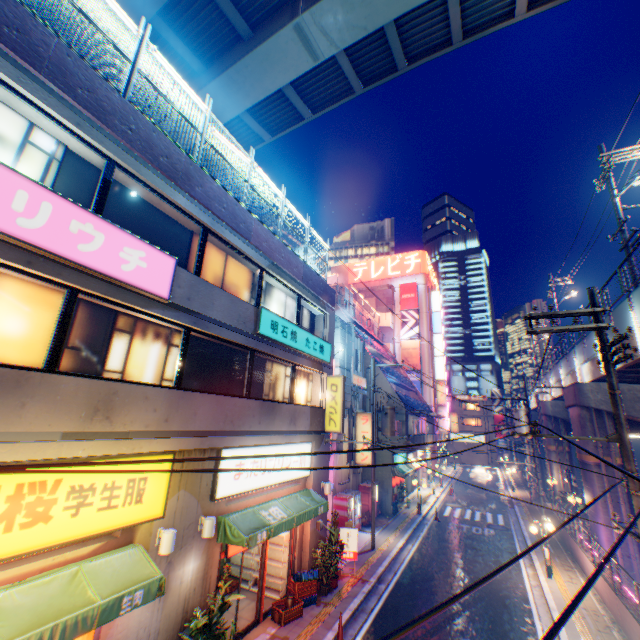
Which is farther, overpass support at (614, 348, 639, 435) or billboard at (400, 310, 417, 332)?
billboard at (400, 310, 417, 332)

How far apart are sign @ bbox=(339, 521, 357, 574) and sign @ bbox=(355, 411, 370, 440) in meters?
6.6

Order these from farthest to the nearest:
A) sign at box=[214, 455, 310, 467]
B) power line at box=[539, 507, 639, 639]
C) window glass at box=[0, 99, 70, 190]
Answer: sign at box=[214, 455, 310, 467]
window glass at box=[0, 99, 70, 190]
power line at box=[539, 507, 639, 639]

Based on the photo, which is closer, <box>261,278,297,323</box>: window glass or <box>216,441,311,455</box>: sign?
<box>216,441,311,455</box>: sign

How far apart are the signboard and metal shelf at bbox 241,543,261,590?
43.8m

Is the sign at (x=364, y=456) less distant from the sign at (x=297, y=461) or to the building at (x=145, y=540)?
the building at (x=145, y=540)

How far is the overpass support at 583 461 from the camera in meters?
18.5

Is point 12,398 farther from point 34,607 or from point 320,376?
point 320,376
